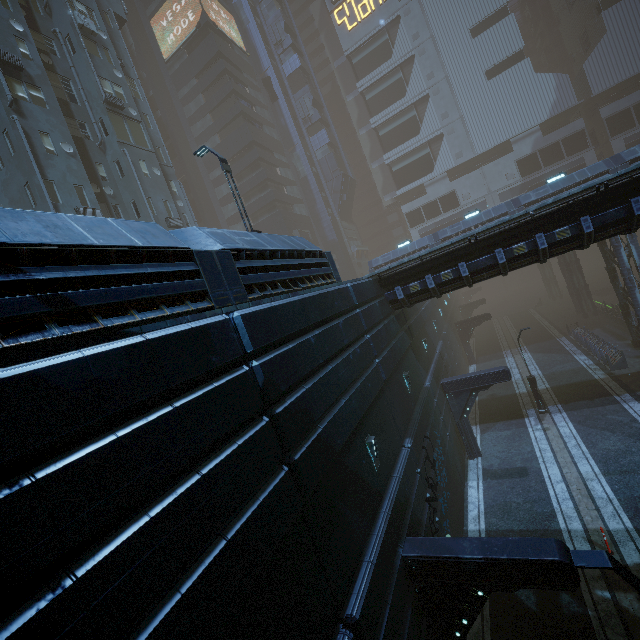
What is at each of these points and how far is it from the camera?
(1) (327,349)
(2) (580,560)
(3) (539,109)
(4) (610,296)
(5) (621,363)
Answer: (1) building, 8.16m
(2) street light, 5.64m
(3) building, 41.84m
(4) train rail, 44.34m
(5) building, 22.45m

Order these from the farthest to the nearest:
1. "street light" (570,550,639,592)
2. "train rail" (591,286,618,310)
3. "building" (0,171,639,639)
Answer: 1. "train rail" (591,286,618,310)
2. "street light" (570,550,639,592)
3. "building" (0,171,639,639)

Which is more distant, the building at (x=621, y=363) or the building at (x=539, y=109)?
the building at (x=621, y=363)

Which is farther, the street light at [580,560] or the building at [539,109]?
the street light at [580,560]

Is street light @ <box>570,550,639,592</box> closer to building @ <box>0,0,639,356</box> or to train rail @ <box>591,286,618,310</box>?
building @ <box>0,0,639,356</box>

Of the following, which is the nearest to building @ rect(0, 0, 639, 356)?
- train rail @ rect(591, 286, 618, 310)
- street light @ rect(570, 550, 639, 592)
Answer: train rail @ rect(591, 286, 618, 310)

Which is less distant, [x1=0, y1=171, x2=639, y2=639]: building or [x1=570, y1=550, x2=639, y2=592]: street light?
[x1=0, y1=171, x2=639, y2=639]: building
